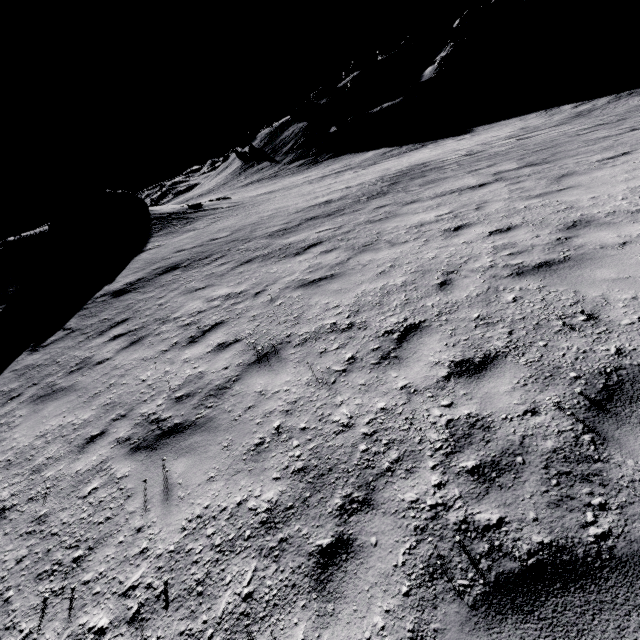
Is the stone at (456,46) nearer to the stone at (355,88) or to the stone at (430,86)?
the stone at (430,86)

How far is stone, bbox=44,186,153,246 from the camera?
21.00m

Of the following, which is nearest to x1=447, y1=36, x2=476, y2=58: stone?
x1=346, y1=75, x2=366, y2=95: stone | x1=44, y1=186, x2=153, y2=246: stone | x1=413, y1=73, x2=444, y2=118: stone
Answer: x1=413, y1=73, x2=444, y2=118: stone

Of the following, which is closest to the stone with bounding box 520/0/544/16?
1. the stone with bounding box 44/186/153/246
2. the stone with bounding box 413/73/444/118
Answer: the stone with bounding box 413/73/444/118

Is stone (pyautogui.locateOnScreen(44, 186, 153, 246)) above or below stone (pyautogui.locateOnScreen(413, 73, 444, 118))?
above

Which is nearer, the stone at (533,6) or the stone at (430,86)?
the stone at (430,86)

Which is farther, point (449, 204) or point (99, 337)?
point (449, 204)

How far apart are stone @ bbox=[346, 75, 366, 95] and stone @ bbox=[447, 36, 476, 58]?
17.32m
